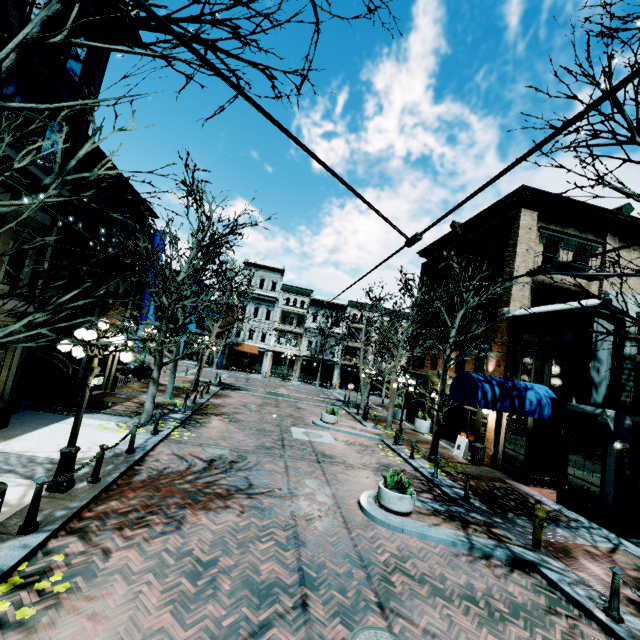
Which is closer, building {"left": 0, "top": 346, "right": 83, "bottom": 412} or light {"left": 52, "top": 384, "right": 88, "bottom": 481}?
light {"left": 52, "top": 384, "right": 88, "bottom": 481}

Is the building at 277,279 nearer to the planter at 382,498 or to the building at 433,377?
the building at 433,377

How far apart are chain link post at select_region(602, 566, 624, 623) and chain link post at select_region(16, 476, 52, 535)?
10.26m

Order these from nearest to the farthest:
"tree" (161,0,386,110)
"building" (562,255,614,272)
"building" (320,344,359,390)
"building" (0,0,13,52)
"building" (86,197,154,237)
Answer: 1. "tree" (161,0,386,110)
2. "building" (0,0,13,52)
3. "building" (86,197,154,237)
4. "building" (562,255,614,272)
5. "building" (320,344,359,390)

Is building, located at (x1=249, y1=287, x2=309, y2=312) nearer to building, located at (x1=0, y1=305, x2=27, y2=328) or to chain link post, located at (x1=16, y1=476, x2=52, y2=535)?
building, located at (x1=0, y1=305, x2=27, y2=328)

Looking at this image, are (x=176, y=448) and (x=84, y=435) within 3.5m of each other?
yes

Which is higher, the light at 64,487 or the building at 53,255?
the building at 53,255

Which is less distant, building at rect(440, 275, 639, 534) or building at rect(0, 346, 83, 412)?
building at rect(0, 346, 83, 412)
